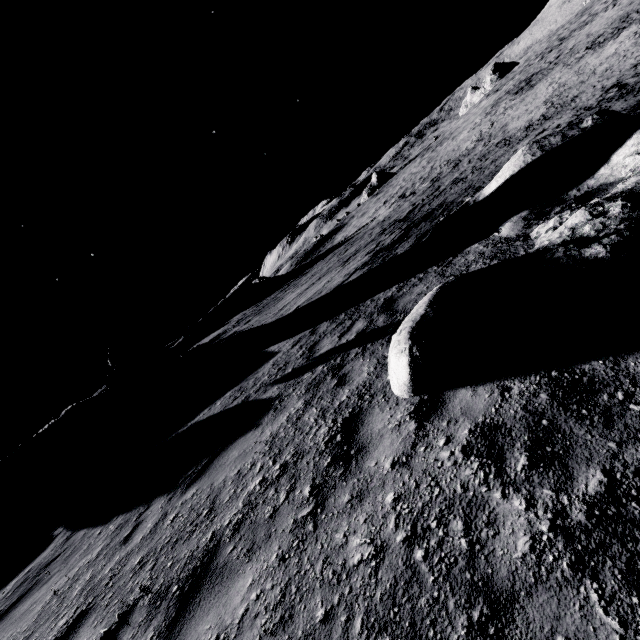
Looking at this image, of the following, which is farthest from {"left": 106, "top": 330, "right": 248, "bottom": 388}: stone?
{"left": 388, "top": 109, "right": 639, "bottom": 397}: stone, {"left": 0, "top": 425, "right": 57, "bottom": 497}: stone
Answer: {"left": 388, "top": 109, "right": 639, "bottom": 397}: stone

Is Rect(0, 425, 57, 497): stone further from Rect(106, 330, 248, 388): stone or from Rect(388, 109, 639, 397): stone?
Rect(388, 109, 639, 397): stone

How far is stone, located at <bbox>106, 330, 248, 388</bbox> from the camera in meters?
16.5

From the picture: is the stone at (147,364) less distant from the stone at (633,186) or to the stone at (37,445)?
the stone at (37,445)

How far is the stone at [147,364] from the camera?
16.45m

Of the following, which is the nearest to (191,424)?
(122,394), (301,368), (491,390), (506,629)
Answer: (301,368)

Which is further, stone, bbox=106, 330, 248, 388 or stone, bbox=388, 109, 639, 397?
stone, bbox=106, 330, 248, 388
